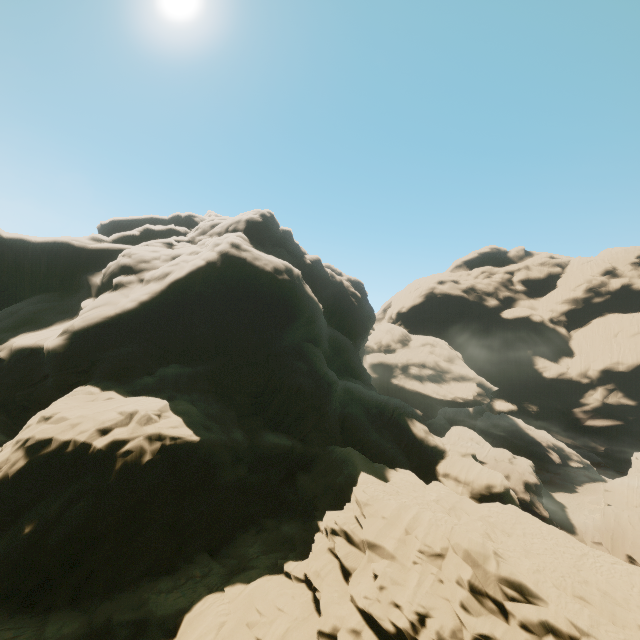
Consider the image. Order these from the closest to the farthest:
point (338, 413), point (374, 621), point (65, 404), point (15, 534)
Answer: point (374, 621) < point (15, 534) < point (65, 404) < point (338, 413)
